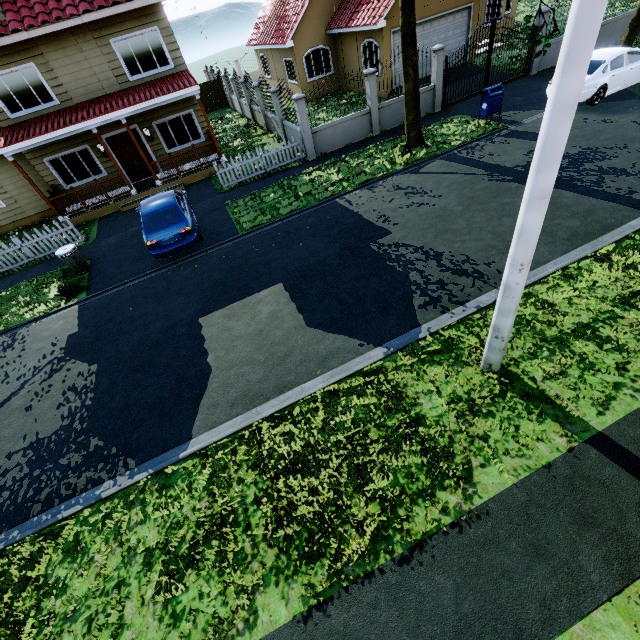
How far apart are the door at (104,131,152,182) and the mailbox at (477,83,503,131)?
14.9 meters

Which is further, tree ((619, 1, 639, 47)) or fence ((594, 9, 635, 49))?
fence ((594, 9, 635, 49))

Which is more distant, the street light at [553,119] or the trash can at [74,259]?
the trash can at [74,259]

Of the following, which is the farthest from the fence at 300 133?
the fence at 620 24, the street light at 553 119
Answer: the street light at 553 119

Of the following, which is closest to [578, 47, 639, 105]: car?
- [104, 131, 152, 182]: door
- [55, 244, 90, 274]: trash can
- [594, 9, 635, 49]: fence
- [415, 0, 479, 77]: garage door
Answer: [594, 9, 635, 49]: fence

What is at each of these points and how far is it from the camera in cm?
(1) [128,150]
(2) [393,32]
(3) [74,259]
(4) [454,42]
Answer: (1) door, 1539
(2) garage door, 1672
(3) trash can, 1096
(4) garage door, 1820

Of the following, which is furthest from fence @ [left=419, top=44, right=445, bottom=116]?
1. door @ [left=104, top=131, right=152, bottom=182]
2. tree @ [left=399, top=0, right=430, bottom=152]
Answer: door @ [left=104, top=131, right=152, bottom=182]

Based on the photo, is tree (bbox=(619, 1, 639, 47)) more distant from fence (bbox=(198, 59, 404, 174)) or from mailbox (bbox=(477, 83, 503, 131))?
mailbox (bbox=(477, 83, 503, 131))
